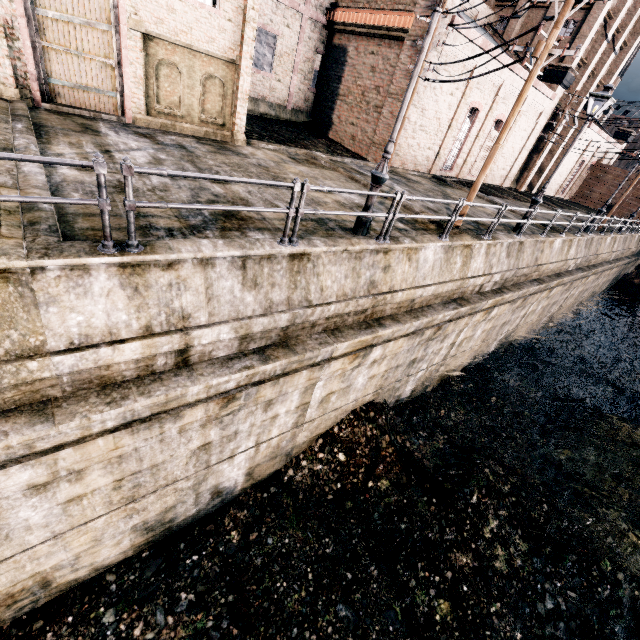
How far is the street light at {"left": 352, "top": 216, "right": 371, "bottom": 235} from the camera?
8.4 meters

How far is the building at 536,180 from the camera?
34.3m

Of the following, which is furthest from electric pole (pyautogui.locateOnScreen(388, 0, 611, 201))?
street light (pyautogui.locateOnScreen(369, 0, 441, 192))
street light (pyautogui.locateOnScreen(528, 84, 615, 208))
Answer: street light (pyautogui.locateOnScreen(369, 0, 441, 192))

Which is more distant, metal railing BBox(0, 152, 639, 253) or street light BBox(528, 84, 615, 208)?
street light BBox(528, 84, 615, 208)

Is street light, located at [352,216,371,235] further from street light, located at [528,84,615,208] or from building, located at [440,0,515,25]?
building, located at [440,0,515,25]

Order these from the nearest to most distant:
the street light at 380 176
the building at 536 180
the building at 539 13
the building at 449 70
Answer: the street light at 380 176 < the building at 539 13 < the building at 449 70 < the building at 536 180

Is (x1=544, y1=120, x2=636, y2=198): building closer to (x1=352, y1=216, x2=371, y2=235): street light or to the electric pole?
the electric pole

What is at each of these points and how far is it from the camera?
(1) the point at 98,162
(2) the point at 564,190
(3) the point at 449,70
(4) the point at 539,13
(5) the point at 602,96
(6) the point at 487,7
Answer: (1) metal railing, 4.0 meters
(2) building, 45.1 meters
(3) building, 20.8 meters
(4) building, 30.0 meters
(5) street light, 12.1 meters
(6) building, 31.0 meters
